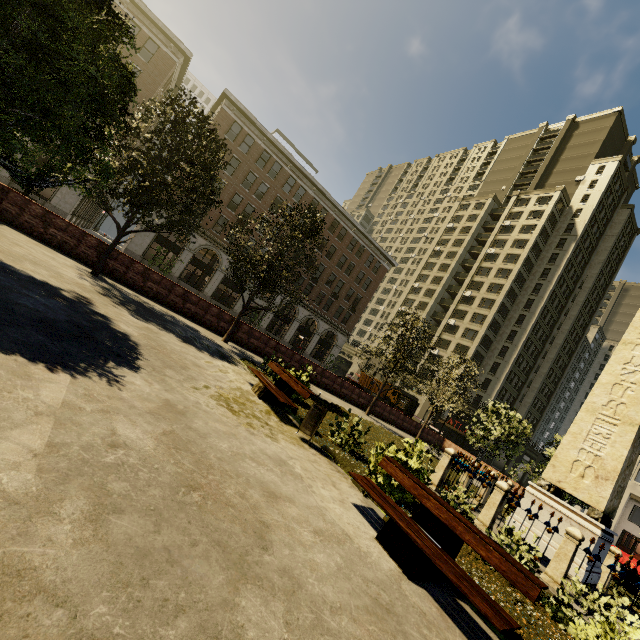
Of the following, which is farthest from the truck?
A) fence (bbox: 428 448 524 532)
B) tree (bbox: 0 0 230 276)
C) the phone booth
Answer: fence (bbox: 428 448 524 532)

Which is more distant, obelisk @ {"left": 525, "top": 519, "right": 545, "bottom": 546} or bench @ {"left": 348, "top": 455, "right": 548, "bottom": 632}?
obelisk @ {"left": 525, "top": 519, "right": 545, "bottom": 546}

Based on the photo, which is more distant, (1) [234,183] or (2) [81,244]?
(1) [234,183]

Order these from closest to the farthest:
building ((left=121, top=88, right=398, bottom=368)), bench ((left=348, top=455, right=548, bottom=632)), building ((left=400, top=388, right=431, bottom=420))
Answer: bench ((left=348, top=455, right=548, bottom=632))
building ((left=121, top=88, right=398, bottom=368))
building ((left=400, top=388, right=431, bottom=420))

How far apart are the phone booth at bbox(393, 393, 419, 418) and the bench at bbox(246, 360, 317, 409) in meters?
19.9

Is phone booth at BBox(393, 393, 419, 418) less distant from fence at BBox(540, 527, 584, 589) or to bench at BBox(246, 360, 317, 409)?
fence at BBox(540, 527, 584, 589)

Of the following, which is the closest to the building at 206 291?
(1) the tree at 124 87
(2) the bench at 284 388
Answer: (1) the tree at 124 87

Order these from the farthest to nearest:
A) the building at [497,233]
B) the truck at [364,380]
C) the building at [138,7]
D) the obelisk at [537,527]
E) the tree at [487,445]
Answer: the building at [497,233], the truck at [364,380], the building at [138,7], the tree at [487,445], the obelisk at [537,527]
